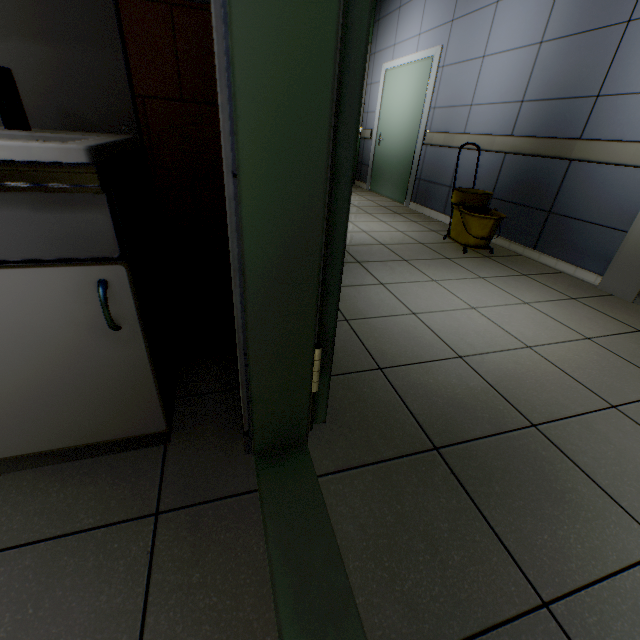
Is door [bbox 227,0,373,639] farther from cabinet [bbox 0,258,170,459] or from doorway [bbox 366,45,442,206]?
doorway [bbox 366,45,442,206]

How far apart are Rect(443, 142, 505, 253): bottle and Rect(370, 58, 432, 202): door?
1.9 meters

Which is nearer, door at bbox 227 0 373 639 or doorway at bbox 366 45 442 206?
door at bbox 227 0 373 639

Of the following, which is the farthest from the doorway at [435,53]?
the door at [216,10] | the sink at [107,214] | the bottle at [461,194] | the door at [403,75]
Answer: the sink at [107,214]

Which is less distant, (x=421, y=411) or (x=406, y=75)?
(x=421, y=411)

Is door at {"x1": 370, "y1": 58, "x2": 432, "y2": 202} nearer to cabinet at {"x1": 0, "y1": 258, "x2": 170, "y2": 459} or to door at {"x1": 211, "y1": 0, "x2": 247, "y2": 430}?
door at {"x1": 211, "y1": 0, "x2": 247, "y2": 430}

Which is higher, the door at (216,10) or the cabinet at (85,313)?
the door at (216,10)

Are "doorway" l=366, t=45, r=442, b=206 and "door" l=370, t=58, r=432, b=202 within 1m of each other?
yes
